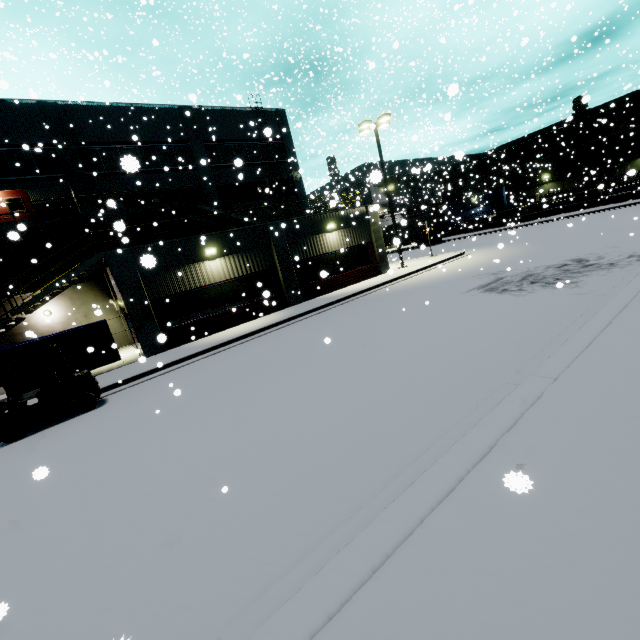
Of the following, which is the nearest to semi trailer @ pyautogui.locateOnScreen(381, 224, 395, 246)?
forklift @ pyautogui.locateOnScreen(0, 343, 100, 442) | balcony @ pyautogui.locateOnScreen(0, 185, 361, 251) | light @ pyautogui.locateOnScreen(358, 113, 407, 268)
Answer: light @ pyautogui.locateOnScreen(358, 113, 407, 268)

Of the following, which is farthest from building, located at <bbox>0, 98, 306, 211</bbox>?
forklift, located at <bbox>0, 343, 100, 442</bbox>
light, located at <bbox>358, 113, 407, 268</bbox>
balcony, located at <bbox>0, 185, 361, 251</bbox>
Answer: forklift, located at <bbox>0, 343, 100, 442</bbox>

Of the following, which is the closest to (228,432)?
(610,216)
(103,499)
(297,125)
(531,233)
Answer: (103,499)

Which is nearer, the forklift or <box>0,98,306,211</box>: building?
the forklift

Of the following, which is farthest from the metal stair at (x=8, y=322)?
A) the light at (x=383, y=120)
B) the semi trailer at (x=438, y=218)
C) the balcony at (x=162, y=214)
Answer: the semi trailer at (x=438, y=218)

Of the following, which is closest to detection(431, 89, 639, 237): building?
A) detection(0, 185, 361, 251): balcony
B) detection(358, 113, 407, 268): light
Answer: detection(0, 185, 361, 251): balcony

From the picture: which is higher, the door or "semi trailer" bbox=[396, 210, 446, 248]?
the door

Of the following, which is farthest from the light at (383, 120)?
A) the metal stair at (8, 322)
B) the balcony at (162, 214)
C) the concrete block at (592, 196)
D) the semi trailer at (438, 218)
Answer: the metal stair at (8, 322)
